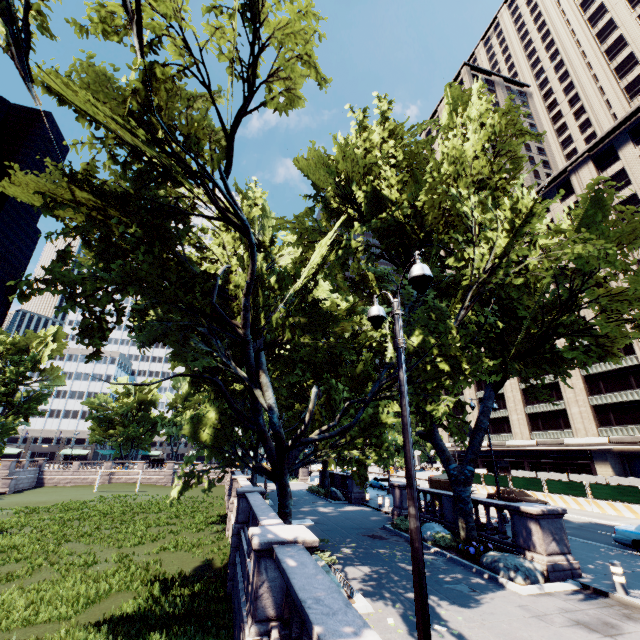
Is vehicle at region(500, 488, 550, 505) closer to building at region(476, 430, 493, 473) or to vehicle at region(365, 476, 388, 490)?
vehicle at region(365, 476, 388, 490)

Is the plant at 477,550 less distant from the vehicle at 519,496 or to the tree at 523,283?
the tree at 523,283

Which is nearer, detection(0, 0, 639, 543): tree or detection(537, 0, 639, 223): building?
detection(0, 0, 639, 543): tree

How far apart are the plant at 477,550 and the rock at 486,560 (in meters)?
0.14

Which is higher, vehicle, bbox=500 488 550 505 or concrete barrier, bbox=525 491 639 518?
vehicle, bbox=500 488 550 505

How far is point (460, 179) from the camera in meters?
13.9 m

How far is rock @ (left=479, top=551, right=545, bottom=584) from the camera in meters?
10.8 m

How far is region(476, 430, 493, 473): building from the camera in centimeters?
5550cm
